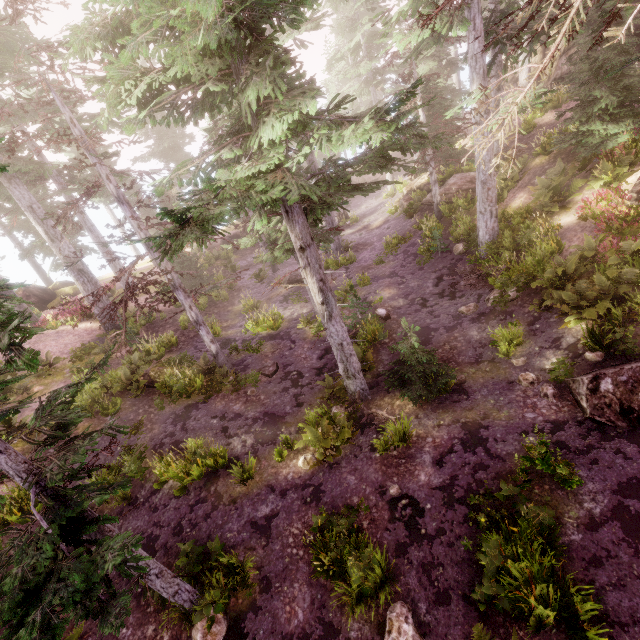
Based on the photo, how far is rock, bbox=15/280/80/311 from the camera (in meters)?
26.77

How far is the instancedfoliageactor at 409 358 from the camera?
9.45m

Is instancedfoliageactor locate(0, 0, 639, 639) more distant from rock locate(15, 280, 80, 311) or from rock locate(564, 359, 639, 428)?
rock locate(15, 280, 80, 311)

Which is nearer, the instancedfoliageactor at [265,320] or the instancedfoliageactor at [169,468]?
the instancedfoliageactor at [169,468]

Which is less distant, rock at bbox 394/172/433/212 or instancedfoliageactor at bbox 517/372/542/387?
instancedfoliageactor at bbox 517/372/542/387

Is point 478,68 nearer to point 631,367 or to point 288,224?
point 288,224

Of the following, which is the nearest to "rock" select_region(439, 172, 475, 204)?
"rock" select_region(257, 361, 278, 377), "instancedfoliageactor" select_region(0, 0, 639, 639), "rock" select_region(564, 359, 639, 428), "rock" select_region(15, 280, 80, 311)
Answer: "instancedfoliageactor" select_region(0, 0, 639, 639)

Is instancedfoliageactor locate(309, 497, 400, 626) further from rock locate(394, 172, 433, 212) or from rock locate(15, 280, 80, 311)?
rock locate(15, 280, 80, 311)
